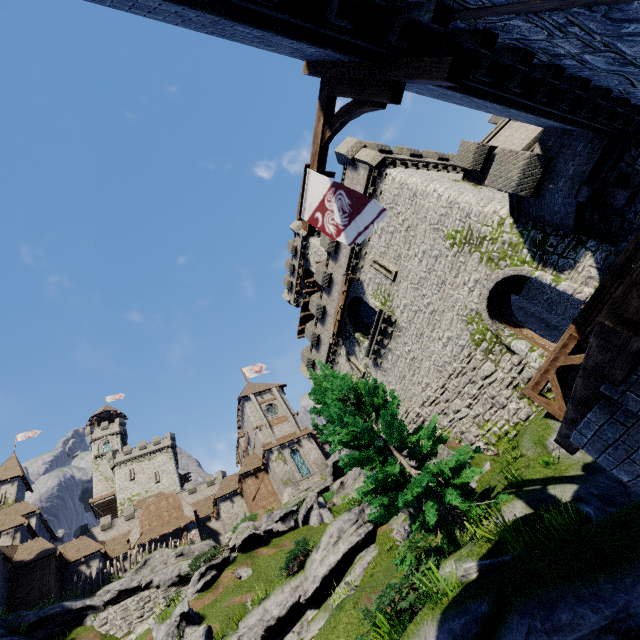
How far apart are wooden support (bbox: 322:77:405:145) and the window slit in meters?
13.5

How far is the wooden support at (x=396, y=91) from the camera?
5.2m

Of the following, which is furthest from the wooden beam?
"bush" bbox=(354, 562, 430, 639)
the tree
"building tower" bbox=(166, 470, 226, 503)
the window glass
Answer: "building tower" bbox=(166, 470, 226, 503)

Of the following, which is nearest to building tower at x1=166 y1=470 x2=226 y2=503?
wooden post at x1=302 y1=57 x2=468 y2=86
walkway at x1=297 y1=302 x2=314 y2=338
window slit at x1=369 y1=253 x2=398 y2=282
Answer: walkway at x1=297 y1=302 x2=314 y2=338

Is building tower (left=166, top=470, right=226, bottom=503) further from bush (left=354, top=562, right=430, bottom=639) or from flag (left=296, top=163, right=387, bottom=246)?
flag (left=296, top=163, right=387, bottom=246)

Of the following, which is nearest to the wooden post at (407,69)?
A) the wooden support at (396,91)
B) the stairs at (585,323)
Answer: the wooden support at (396,91)

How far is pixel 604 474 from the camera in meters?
8.4 m

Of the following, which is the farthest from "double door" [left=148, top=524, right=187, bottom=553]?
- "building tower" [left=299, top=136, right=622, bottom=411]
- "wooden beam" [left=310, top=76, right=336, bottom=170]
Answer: "wooden beam" [left=310, top=76, right=336, bottom=170]
